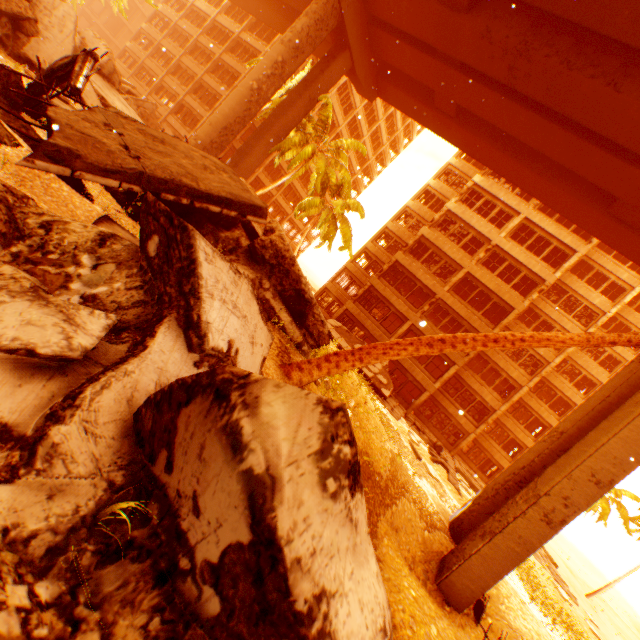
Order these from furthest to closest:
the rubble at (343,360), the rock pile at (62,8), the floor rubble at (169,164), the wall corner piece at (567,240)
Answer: the wall corner piece at (567,240) → the rock pile at (62,8) → the rubble at (343,360) → the floor rubble at (169,164)

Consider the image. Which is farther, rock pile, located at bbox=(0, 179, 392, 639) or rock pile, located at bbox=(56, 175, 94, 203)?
rock pile, located at bbox=(56, 175, 94, 203)

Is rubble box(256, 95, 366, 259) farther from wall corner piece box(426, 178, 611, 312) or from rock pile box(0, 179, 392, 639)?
wall corner piece box(426, 178, 611, 312)

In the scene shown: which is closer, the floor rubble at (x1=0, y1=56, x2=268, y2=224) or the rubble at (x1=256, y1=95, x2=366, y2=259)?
the floor rubble at (x1=0, y1=56, x2=268, y2=224)

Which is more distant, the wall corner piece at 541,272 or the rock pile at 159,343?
the wall corner piece at 541,272

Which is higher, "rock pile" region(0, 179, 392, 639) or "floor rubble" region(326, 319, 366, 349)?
"rock pile" region(0, 179, 392, 639)

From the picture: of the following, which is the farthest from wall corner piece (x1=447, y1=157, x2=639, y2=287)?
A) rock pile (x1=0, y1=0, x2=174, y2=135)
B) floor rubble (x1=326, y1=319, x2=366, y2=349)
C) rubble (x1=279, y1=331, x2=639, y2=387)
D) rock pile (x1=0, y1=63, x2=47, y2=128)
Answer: rock pile (x1=0, y1=0, x2=174, y2=135)

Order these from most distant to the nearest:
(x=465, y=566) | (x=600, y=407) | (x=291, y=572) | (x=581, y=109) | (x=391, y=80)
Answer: (x=391, y=80)
(x=581, y=109)
(x=600, y=407)
(x=465, y=566)
(x=291, y=572)
